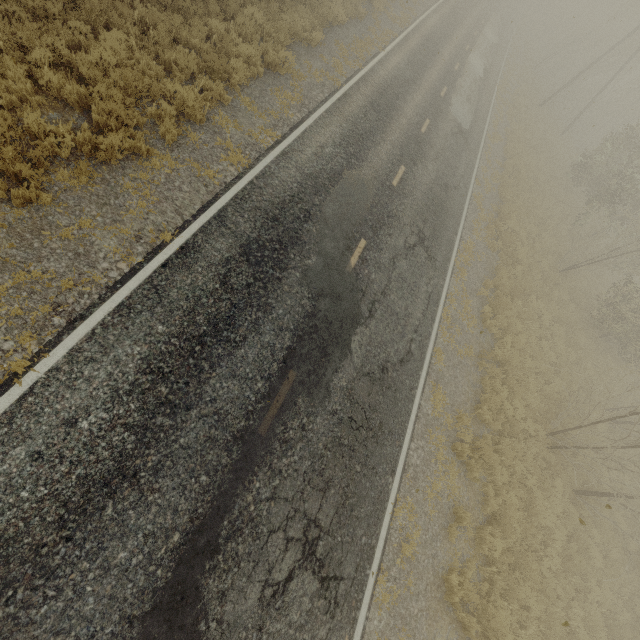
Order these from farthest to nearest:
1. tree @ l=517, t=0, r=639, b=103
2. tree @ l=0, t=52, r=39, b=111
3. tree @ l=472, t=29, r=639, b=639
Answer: tree @ l=517, t=0, r=639, b=103, tree @ l=472, t=29, r=639, b=639, tree @ l=0, t=52, r=39, b=111

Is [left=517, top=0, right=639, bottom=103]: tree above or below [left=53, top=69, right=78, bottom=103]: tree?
above

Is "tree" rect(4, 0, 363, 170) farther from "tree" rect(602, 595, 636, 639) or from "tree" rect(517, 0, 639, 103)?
"tree" rect(517, 0, 639, 103)

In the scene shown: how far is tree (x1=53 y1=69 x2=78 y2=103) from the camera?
6.6 meters

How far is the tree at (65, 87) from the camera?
6.6m

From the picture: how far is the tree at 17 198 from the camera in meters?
5.6 m

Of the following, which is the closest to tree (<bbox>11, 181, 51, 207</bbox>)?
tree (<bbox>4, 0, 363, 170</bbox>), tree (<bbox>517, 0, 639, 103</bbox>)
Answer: tree (<bbox>4, 0, 363, 170</bbox>)

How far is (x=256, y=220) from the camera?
8.1 meters
